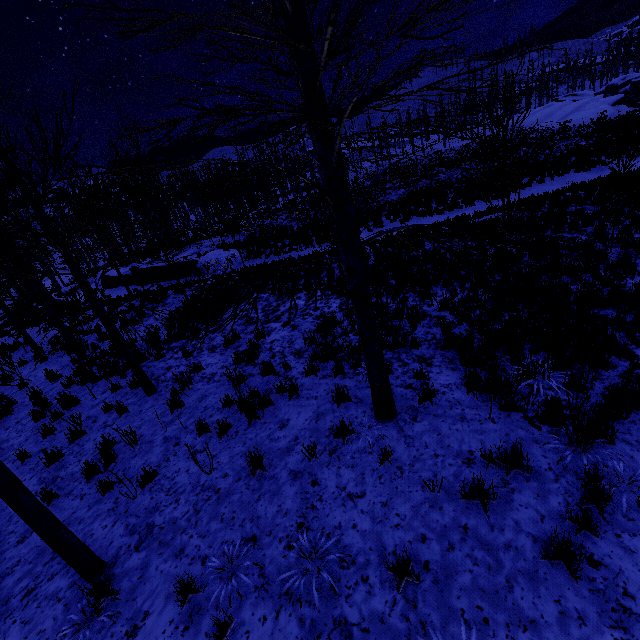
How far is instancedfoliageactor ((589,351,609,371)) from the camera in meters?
4.8 m

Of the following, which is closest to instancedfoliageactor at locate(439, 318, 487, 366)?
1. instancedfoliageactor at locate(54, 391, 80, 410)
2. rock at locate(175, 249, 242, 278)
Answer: instancedfoliageactor at locate(54, 391, 80, 410)

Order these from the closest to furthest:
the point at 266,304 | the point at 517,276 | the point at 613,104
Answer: the point at 517,276, the point at 266,304, the point at 613,104

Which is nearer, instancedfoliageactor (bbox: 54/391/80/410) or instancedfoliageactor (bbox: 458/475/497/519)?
instancedfoliageactor (bbox: 458/475/497/519)

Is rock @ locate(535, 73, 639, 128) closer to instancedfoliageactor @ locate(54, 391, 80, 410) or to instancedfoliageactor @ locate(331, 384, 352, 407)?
instancedfoliageactor @ locate(331, 384, 352, 407)

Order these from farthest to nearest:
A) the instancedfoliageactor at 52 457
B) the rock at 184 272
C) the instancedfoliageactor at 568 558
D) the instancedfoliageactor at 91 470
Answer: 1. the rock at 184 272
2. the instancedfoliageactor at 52 457
3. the instancedfoliageactor at 91 470
4. the instancedfoliageactor at 568 558

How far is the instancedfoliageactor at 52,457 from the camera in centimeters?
630cm
